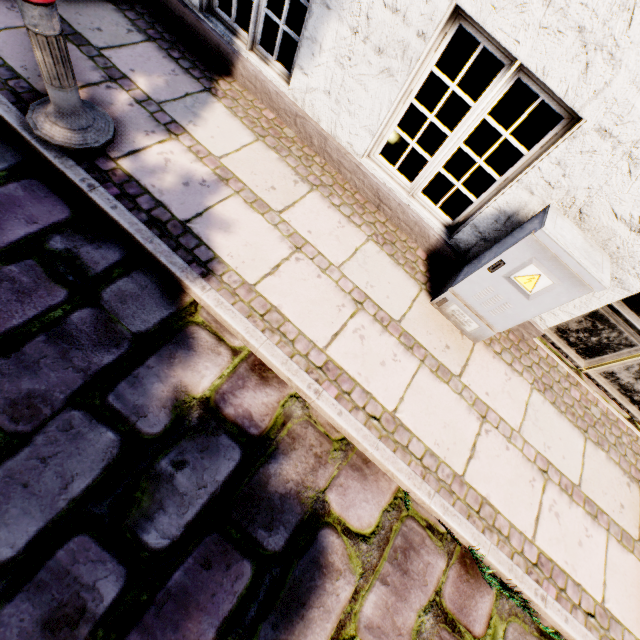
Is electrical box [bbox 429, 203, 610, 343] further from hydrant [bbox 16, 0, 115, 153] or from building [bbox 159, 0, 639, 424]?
hydrant [bbox 16, 0, 115, 153]

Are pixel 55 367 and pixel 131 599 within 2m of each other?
yes

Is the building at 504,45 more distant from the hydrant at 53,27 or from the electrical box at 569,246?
the hydrant at 53,27

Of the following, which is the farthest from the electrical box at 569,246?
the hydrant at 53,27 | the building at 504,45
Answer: the hydrant at 53,27

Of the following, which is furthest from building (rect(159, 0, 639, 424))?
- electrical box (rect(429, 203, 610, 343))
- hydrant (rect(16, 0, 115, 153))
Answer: hydrant (rect(16, 0, 115, 153))

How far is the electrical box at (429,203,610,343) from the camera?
1.95m
